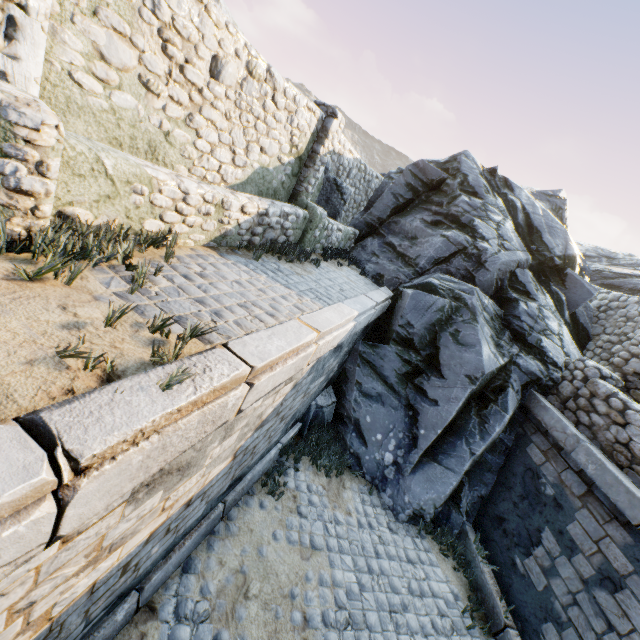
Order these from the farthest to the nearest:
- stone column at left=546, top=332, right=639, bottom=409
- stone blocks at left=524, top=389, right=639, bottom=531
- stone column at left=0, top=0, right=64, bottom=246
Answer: stone column at left=546, top=332, right=639, bottom=409 < stone blocks at left=524, top=389, right=639, bottom=531 < stone column at left=0, top=0, right=64, bottom=246

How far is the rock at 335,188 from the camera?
9.00m

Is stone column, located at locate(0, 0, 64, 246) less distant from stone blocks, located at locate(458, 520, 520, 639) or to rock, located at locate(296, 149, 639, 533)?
stone blocks, located at locate(458, 520, 520, 639)

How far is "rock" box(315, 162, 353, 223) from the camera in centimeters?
900cm

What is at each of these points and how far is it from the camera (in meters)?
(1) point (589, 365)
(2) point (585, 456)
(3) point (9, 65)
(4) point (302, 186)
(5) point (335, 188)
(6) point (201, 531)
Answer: (1) stone column, 6.72
(2) stone blocks, 5.71
(3) stone column, 2.77
(4) stone column, 7.82
(5) rock, 9.39
(6) stone blocks, 4.46

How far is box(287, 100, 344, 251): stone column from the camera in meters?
7.3

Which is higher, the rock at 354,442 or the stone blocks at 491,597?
the rock at 354,442

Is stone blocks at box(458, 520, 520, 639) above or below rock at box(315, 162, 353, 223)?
below
